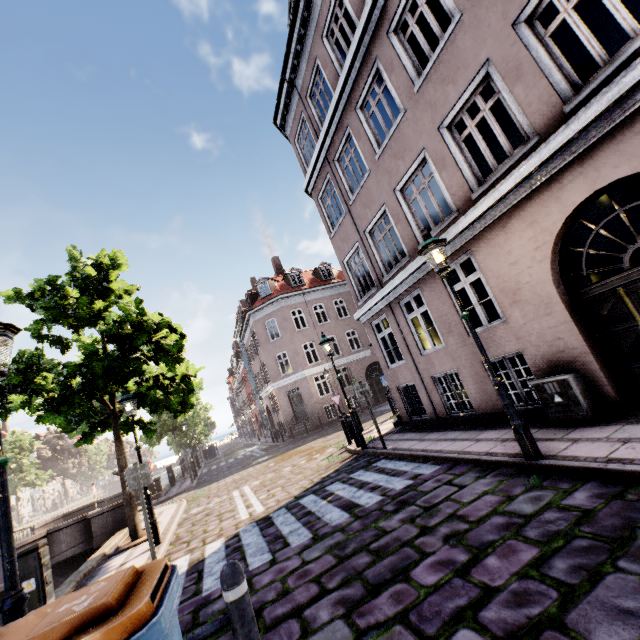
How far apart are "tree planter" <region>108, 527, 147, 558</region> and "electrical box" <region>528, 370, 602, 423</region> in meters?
10.0 m

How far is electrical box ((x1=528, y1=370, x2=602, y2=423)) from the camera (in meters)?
5.48

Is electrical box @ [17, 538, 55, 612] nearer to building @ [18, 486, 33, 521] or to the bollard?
the bollard

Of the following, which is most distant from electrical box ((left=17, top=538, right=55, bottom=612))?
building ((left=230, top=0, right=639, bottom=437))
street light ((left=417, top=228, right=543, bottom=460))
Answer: building ((left=230, top=0, right=639, bottom=437))

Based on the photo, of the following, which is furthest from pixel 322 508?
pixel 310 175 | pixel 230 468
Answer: pixel 230 468

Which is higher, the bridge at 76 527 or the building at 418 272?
the building at 418 272

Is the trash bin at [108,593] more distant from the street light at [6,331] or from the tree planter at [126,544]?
the tree planter at [126,544]

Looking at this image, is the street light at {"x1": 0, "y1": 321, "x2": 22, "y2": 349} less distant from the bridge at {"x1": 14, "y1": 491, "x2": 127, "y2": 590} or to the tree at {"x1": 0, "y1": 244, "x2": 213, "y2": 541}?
the tree at {"x1": 0, "y1": 244, "x2": 213, "y2": 541}
